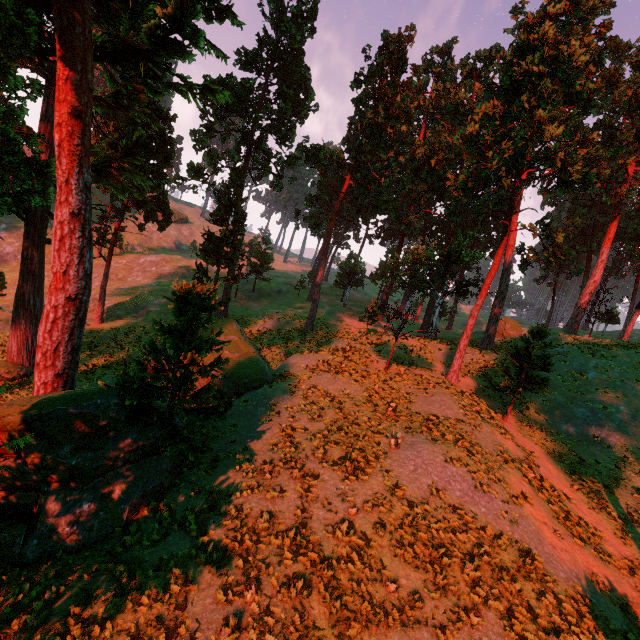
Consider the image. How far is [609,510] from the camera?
15.51m

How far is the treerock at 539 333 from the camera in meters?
18.6

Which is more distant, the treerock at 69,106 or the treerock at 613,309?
the treerock at 613,309

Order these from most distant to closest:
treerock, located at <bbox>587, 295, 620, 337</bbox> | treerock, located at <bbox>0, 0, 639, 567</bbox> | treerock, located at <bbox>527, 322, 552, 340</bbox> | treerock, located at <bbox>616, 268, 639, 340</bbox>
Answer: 1. treerock, located at <bbox>616, 268, 639, 340</bbox>
2. treerock, located at <bbox>587, 295, 620, 337</bbox>
3. treerock, located at <bbox>527, 322, 552, 340</bbox>
4. treerock, located at <bbox>0, 0, 639, 567</bbox>

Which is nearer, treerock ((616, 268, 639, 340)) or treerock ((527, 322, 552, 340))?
treerock ((527, 322, 552, 340))
